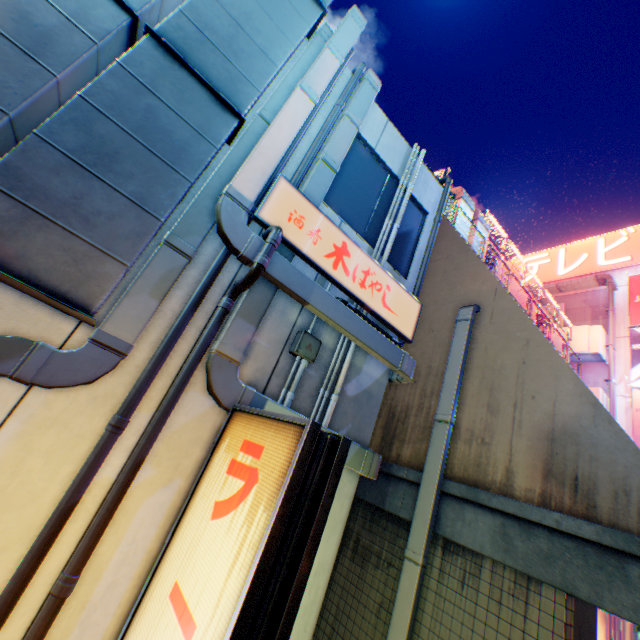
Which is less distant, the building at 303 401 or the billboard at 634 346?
the building at 303 401

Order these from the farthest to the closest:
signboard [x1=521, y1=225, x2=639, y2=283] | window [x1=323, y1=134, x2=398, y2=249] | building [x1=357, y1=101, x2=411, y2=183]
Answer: signboard [x1=521, y1=225, x2=639, y2=283], building [x1=357, y1=101, x2=411, y2=183], window [x1=323, y1=134, x2=398, y2=249]

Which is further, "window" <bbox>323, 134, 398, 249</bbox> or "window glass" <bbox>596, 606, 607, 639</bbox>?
"window glass" <bbox>596, 606, 607, 639</bbox>

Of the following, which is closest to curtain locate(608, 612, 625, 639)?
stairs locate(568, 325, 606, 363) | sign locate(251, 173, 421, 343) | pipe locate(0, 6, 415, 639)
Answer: pipe locate(0, 6, 415, 639)

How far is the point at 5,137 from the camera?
2.38m

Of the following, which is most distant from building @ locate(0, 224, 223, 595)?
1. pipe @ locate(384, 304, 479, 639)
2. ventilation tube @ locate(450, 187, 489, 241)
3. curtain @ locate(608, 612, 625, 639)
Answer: ventilation tube @ locate(450, 187, 489, 241)

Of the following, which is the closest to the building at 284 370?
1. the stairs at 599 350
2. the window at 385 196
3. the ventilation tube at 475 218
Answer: the window at 385 196

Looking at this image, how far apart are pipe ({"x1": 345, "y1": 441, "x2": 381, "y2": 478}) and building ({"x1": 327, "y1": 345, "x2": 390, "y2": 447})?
0.00m
